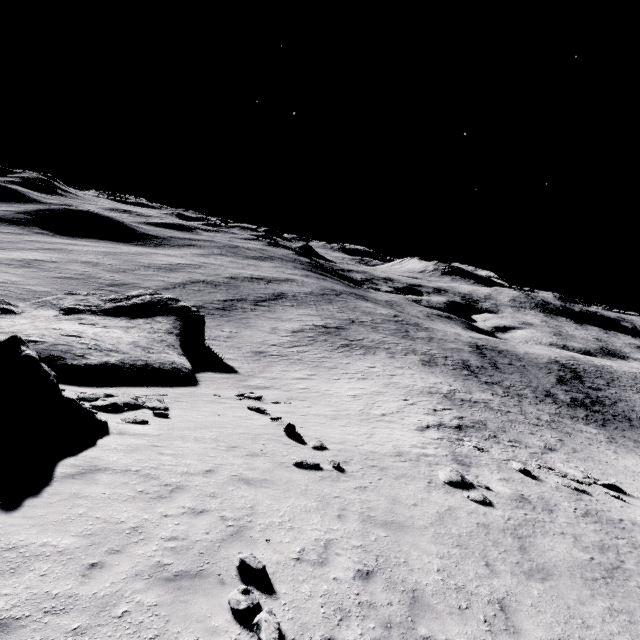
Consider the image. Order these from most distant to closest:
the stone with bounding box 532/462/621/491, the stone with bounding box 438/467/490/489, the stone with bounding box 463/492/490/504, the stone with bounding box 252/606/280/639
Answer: the stone with bounding box 532/462/621/491
the stone with bounding box 438/467/490/489
the stone with bounding box 463/492/490/504
the stone with bounding box 252/606/280/639

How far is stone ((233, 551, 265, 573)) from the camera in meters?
6.2 m

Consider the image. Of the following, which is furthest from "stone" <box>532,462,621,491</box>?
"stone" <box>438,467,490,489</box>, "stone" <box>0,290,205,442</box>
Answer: "stone" <box>0,290,205,442</box>

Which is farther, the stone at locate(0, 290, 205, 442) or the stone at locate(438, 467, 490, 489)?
the stone at locate(438, 467, 490, 489)

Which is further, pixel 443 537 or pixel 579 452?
pixel 579 452

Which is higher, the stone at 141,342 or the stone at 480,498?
the stone at 480,498

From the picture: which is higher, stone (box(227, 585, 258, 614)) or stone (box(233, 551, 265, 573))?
stone (box(227, 585, 258, 614))

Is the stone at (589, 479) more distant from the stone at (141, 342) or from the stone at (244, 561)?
the stone at (141, 342)
